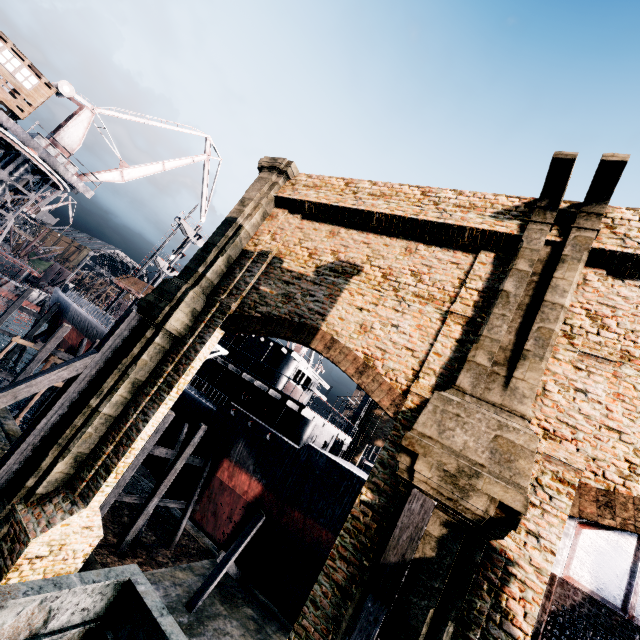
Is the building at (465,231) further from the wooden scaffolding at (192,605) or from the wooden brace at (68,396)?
the wooden scaffolding at (192,605)

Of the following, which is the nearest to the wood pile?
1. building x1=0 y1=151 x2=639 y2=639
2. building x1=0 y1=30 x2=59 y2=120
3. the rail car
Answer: building x1=0 y1=30 x2=59 y2=120

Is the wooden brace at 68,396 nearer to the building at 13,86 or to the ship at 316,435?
the ship at 316,435

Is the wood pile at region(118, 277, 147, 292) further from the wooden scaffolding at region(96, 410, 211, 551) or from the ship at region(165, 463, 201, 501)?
the wooden scaffolding at region(96, 410, 211, 551)

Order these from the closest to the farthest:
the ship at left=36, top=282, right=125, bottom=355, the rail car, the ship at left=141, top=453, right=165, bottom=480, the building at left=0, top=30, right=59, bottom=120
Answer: the rail car → the building at left=0, top=30, right=59, bottom=120 → the ship at left=141, top=453, right=165, bottom=480 → the ship at left=36, top=282, right=125, bottom=355

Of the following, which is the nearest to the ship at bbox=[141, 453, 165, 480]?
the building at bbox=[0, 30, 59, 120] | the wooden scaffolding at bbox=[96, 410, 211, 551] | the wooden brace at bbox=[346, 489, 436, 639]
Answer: the wooden scaffolding at bbox=[96, 410, 211, 551]

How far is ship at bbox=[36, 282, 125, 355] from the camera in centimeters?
2955cm

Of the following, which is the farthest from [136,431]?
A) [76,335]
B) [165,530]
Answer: [76,335]
